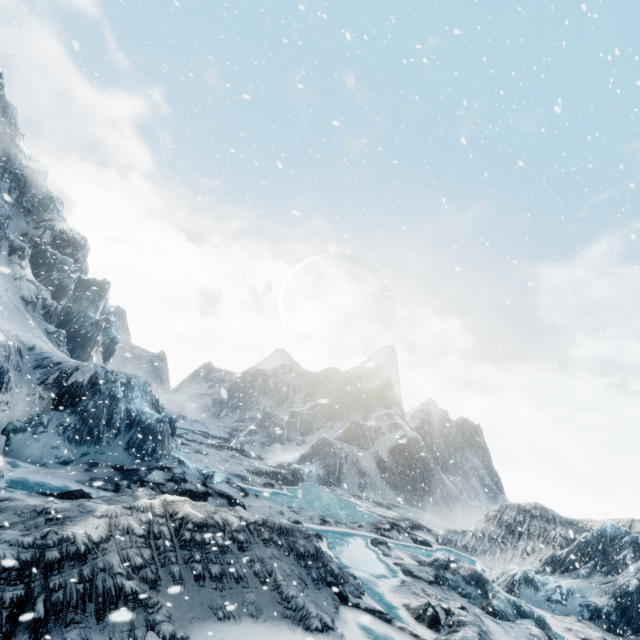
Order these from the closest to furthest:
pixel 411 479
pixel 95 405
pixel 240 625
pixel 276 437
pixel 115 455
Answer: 1. pixel 240 625
2. pixel 115 455
3. pixel 95 405
4. pixel 411 479
5. pixel 276 437
